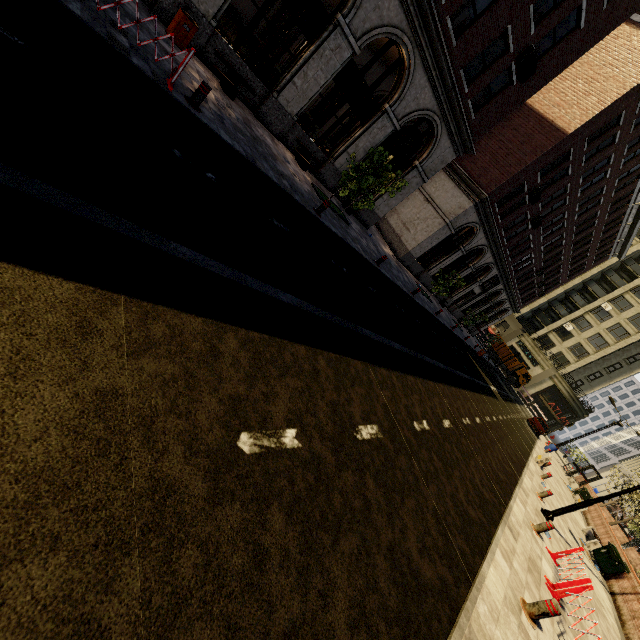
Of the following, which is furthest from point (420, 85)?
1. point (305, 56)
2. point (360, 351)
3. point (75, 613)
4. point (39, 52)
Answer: point (75, 613)

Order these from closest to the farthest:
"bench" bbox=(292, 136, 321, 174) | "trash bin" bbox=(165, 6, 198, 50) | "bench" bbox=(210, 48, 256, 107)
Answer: "trash bin" bbox=(165, 6, 198, 50), "bench" bbox=(210, 48, 256, 107), "bench" bbox=(292, 136, 321, 174)

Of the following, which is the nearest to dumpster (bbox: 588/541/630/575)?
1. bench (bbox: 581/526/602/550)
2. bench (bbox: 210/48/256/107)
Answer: bench (bbox: 581/526/602/550)

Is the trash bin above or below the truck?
below

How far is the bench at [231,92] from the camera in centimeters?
1026cm

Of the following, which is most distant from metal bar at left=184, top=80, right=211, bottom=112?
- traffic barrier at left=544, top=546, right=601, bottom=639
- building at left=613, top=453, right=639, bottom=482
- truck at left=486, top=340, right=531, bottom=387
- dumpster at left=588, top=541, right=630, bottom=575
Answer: building at left=613, top=453, right=639, bottom=482

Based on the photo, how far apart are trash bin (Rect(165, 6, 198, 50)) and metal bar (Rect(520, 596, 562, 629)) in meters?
15.6

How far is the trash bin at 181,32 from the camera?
8.9m
